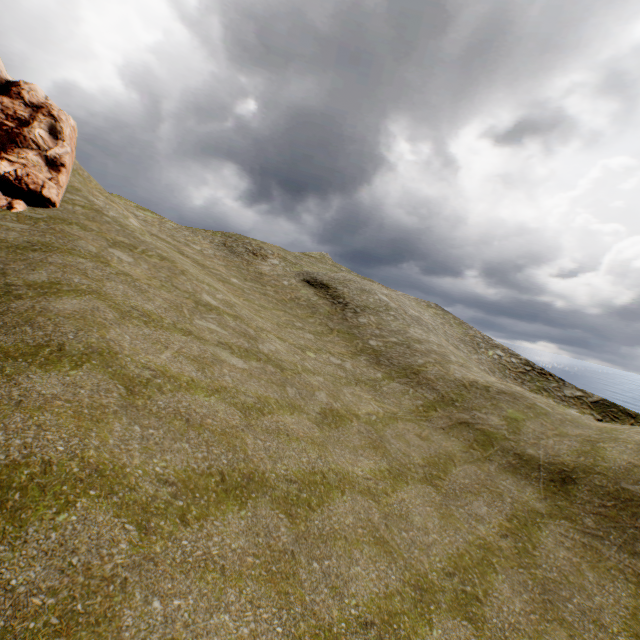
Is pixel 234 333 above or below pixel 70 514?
above
